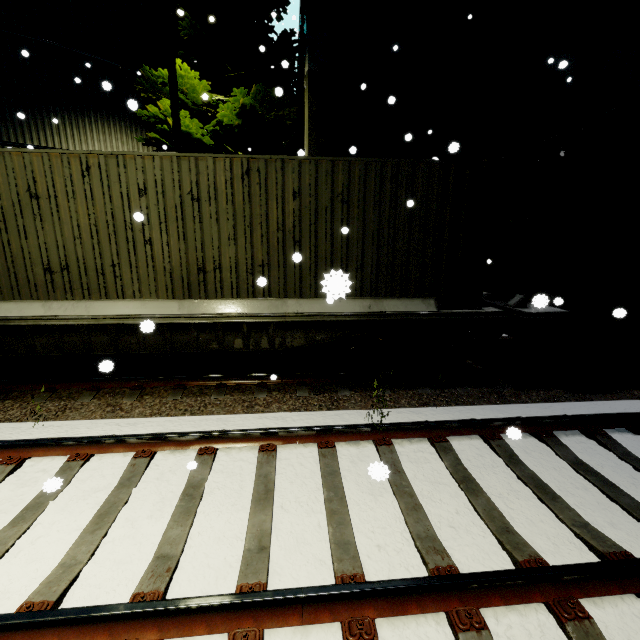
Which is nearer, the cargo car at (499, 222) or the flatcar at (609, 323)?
the cargo car at (499, 222)

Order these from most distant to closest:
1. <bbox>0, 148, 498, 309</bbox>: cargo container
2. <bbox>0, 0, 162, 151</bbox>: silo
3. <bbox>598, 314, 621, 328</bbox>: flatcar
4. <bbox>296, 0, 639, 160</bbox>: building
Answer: <bbox>0, 0, 162, 151</bbox>: silo
<bbox>296, 0, 639, 160</bbox>: building
<bbox>598, 314, 621, 328</bbox>: flatcar
<bbox>0, 148, 498, 309</bbox>: cargo container

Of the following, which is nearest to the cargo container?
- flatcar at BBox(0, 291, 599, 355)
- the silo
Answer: flatcar at BBox(0, 291, 599, 355)

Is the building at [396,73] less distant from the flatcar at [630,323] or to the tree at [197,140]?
the tree at [197,140]

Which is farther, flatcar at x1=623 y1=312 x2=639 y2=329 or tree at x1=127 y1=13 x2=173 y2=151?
tree at x1=127 y1=13 x2=173 y2=151

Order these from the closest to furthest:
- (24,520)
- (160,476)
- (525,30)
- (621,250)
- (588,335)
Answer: (24,520)
(160,476)
(621,250)
(588,335)
(525,30)

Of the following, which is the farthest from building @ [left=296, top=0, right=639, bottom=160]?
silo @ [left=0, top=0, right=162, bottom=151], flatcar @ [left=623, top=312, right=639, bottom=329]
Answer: silo @ [left=0, top=0, right=162, bottom=151]

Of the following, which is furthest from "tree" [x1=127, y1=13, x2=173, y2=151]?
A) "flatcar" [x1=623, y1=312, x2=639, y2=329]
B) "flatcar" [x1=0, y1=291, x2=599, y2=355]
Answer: "flatcar" [x1=623, y1=312, x2=639, y2=329]
